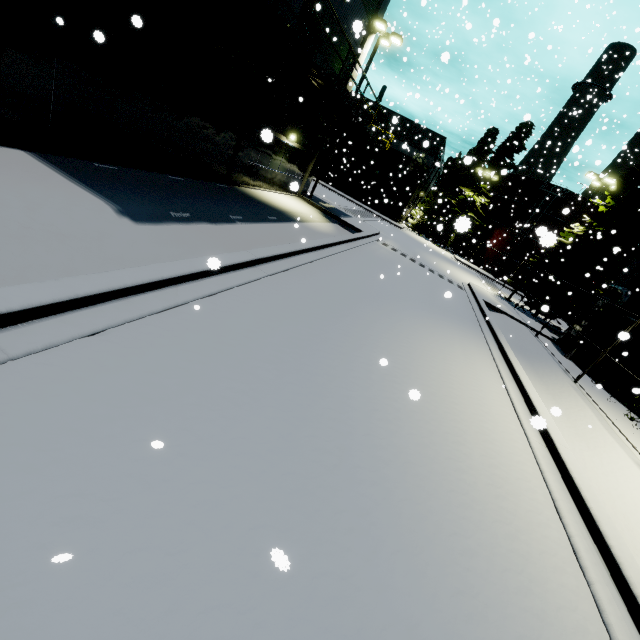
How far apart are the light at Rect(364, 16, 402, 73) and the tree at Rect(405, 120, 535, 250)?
25.5m

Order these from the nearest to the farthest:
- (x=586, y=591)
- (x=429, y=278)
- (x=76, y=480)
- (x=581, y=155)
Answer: (x=76, y=480) → (x=586, y=591) → (x=581, y=155) → (x=429, y=278)

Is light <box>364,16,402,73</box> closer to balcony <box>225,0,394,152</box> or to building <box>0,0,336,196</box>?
building <box>0,0,336,196</box>

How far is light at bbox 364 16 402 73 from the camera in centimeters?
1702cm

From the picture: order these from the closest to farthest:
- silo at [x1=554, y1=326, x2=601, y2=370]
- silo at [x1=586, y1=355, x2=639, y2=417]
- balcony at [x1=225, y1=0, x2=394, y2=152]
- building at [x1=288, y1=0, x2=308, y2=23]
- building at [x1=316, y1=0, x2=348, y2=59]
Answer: balcony at [x1=225, y1=0, x2=394, y2=152] → building at [x1=288, y1=0, x2=308, y2=23] → silo at [x1=586, y1=355, x2=639, y2=417] → building at [x1=316, y1=0, x2=348, y2=59] → silo at [x1=554, y1=326, x2=601, y2=370]

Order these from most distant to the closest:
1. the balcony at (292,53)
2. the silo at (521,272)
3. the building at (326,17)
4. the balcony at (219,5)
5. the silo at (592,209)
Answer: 1. the silo at (521,272)
2. the silo at (592,209)
3. the building at (326,17)
4. the balcony at (219,5)
5. the balcony at (292,53)

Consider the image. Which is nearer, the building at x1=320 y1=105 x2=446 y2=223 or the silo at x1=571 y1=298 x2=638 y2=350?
the silo at x1=571 y1=298 x2=638 y2=350

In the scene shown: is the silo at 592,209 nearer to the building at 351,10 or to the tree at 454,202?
the building at 351,10
